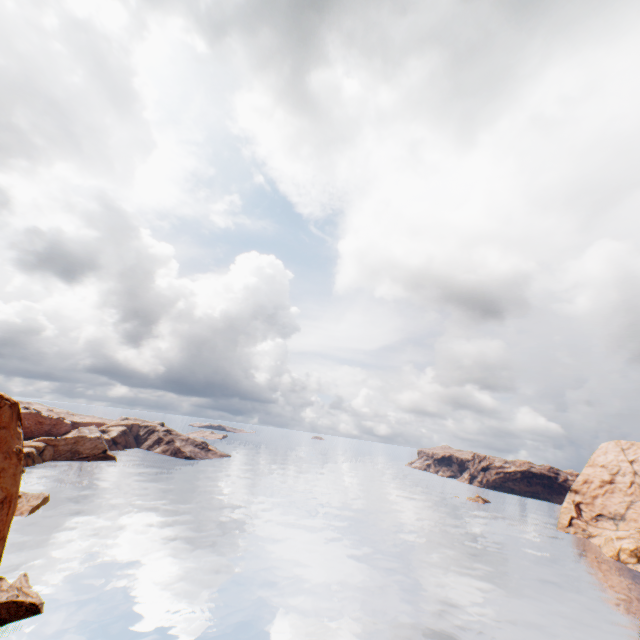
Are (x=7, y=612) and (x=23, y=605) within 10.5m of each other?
yes

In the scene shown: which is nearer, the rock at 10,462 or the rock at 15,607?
the rock at 15,607

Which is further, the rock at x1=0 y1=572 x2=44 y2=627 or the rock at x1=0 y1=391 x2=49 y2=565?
the rock at x1=0 y1=391 x2=49 y2=565
